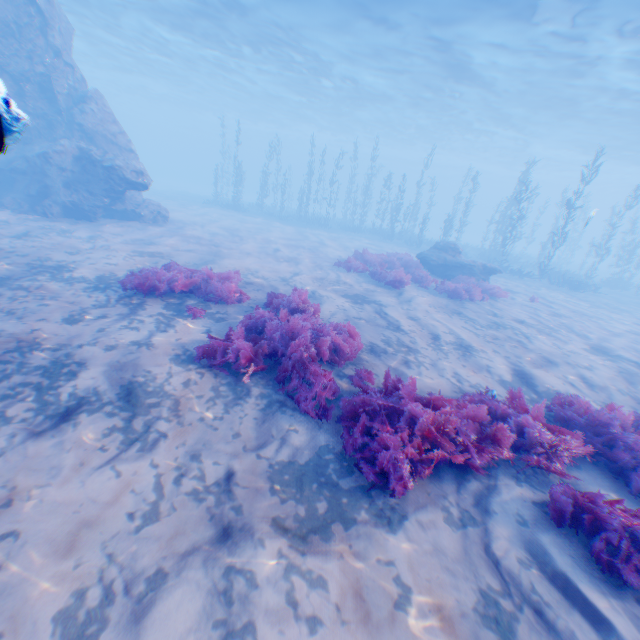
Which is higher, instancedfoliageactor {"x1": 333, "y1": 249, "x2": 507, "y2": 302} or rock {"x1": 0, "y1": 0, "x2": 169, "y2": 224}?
rock {"x1": 0, "y1": 0, "x2": 169, "y2": 224}

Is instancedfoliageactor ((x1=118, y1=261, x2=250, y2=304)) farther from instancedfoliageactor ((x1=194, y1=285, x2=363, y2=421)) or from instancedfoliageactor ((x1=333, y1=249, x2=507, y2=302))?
instancedfoliageactor ((x1=333, y1=249, x2=507, y2=302))

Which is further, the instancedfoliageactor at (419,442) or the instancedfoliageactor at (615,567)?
the instancedfoliageactor at (419,442)

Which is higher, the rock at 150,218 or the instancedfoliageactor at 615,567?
the rock at 150,218

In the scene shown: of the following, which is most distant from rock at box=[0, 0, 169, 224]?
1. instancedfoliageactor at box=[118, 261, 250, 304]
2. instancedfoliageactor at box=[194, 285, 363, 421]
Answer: instancedfoliageactor at box=[118, 261, 250, 304]

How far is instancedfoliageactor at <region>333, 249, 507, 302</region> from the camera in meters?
12.8

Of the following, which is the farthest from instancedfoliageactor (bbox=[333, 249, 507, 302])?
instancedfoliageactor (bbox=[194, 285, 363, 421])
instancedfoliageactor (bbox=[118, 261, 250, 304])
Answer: instancedfoliageactor (bbox=[118, 261, 250, 304])

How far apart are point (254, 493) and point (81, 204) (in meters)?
16.33
